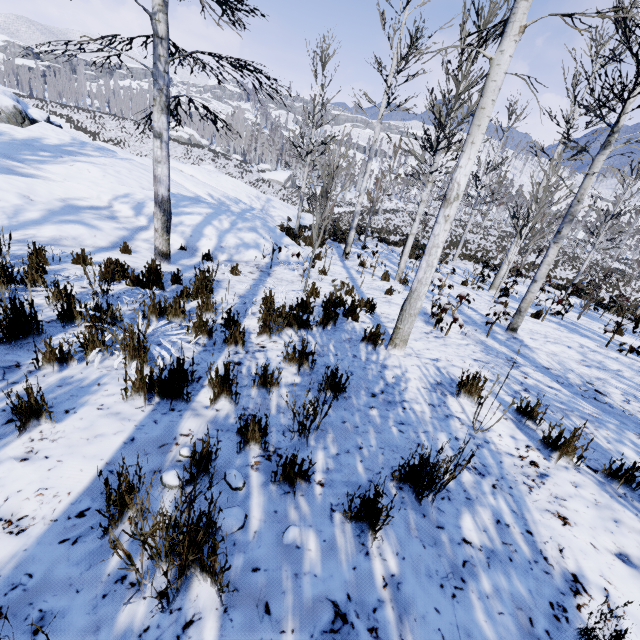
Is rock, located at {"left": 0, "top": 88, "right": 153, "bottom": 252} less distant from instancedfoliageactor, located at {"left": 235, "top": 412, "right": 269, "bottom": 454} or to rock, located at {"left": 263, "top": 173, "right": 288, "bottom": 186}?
instancedfoliageactor, located at {"left": 235, "top": 412, "right": 269, "bottom": 454}

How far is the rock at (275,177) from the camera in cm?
5838

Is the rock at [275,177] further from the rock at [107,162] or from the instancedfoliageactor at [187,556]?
the instancedfoliageactor at [187,556]

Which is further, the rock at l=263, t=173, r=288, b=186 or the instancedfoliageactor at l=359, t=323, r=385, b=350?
the rock at l=263, t=173, r=288, b=186

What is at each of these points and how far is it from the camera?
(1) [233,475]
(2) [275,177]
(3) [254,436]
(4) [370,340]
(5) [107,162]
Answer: (1) instancedfoliageactor, 2.0m
(2) rock, 58.6m
(3) instancedfoliageactor, 2.2m
(4) instancedfoliageactor, 4.7m
(5) rock, 11.2m

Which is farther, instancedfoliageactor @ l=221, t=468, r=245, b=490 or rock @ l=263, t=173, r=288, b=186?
rock @ l=263, t=173, r=288, b=186

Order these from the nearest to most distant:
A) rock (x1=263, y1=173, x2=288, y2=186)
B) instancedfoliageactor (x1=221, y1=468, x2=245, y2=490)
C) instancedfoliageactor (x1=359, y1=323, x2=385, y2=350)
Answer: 1. instancedfoliageactor (x1=221, y1=468, x2=245, y2=490)
2. instancedfoliageactor (x1=359, y1=323, x2=385, y2=350)
3. rock (x1=263, y1=173, x2=288, y2=186)

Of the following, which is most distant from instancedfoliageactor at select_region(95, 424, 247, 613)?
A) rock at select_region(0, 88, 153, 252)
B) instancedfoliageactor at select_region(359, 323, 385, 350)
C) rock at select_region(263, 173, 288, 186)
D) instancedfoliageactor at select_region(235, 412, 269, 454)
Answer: rock at select_region(263, 173, 288, 186)
